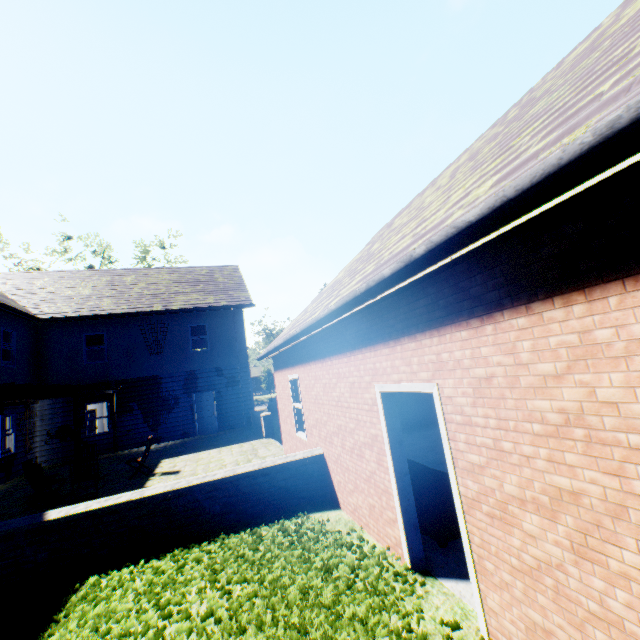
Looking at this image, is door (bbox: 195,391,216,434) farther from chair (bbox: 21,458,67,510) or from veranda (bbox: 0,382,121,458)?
chair (bbox: 21,458,67,510)

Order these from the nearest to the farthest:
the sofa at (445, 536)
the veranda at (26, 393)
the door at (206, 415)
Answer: the sofa at (445, 536)
the veranda at (26, 393)
the door at (206, 415)

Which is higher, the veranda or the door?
the veranda

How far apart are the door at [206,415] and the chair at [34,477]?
8.2m

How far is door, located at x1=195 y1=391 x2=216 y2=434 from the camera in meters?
17.0

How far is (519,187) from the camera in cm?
167

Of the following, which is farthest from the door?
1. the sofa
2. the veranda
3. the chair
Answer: the sofa

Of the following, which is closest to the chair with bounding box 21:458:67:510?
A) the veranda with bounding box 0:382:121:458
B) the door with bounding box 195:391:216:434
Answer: the veranda with bounding box 0:382:121:458
